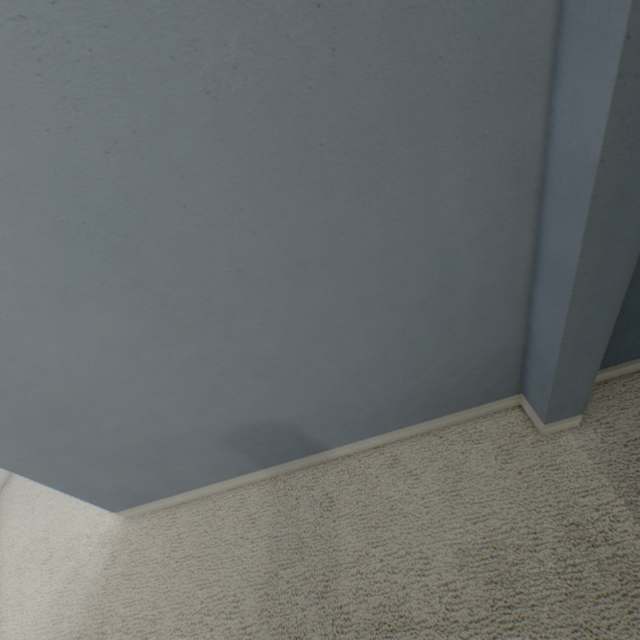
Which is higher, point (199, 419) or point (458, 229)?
point (458, 229)
